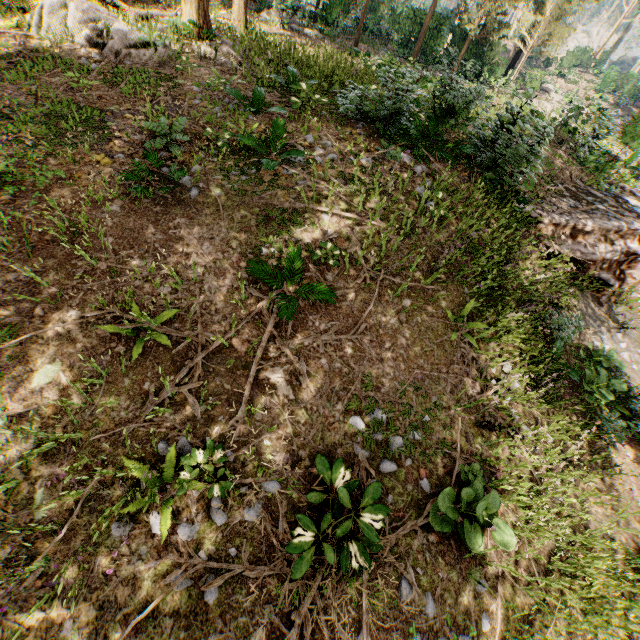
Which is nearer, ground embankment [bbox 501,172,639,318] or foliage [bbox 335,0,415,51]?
ground embankment [bbox 501,172,639,318]

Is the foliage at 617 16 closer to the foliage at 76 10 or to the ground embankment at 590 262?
the foliage at 76 10

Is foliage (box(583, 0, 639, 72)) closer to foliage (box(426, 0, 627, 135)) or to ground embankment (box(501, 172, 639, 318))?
foliage (box(426, 0, 627, 135))

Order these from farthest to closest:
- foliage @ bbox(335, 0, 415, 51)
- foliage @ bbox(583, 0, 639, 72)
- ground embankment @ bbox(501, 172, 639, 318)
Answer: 1. foliage @ bbox(583, 0, 639, 72)
2. foliage @ bbox(335, 0, 415, 51)
3. ground embankment @ bbox(501, 172, 639, 318)

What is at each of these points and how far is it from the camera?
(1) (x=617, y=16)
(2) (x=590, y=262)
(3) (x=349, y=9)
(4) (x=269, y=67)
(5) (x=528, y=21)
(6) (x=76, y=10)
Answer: (1) foliage, 45.06m
(2) ground embankment, 9.72m
(3) foliage, 29.98m
(4) foliage, 12.13m
(5) foliage, 24.28m
(6) foliage, 9.25m

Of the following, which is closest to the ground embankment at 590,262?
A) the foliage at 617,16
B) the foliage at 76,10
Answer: the foliage at 76,10

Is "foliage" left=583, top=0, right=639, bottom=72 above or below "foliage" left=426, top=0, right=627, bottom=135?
above
